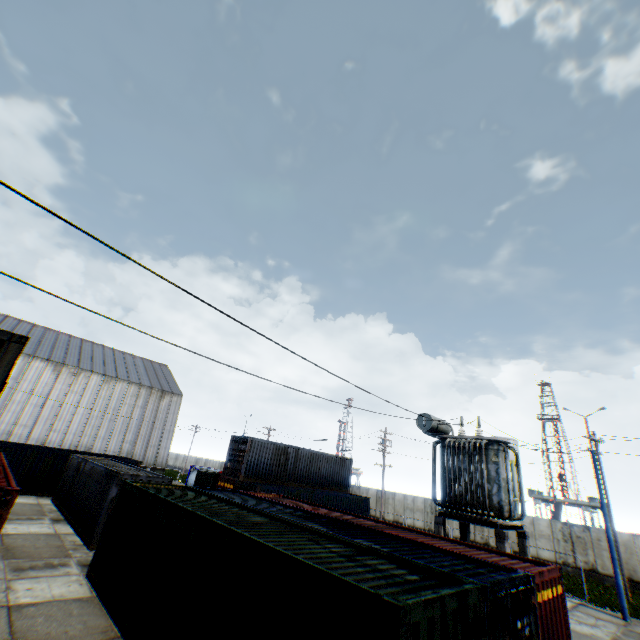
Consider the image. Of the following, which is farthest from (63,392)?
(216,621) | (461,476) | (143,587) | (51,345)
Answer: (461,476)

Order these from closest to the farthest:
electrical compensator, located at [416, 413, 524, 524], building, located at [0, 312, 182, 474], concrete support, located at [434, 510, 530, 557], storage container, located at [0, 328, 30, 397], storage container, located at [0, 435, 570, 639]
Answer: storage container, located at [0, 435, 570, 639] < storage container, located at [0, 328, 30, 397] < concrete support, located at [434, 510, 530, 557] < electrical compensator, located at [416, 413, 524, 524] < building, located at [0, 312, 182, 474]

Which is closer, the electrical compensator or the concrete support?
the concrete support

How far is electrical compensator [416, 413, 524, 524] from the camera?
11.59m

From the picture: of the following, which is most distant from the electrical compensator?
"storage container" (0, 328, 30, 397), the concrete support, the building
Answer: the building

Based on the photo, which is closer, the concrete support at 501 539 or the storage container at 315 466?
the storage container at 315 466

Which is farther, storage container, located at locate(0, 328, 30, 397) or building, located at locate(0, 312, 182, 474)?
building, located at locate(0, 312, 182, 474)

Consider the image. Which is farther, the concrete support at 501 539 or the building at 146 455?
the building at 146 455
